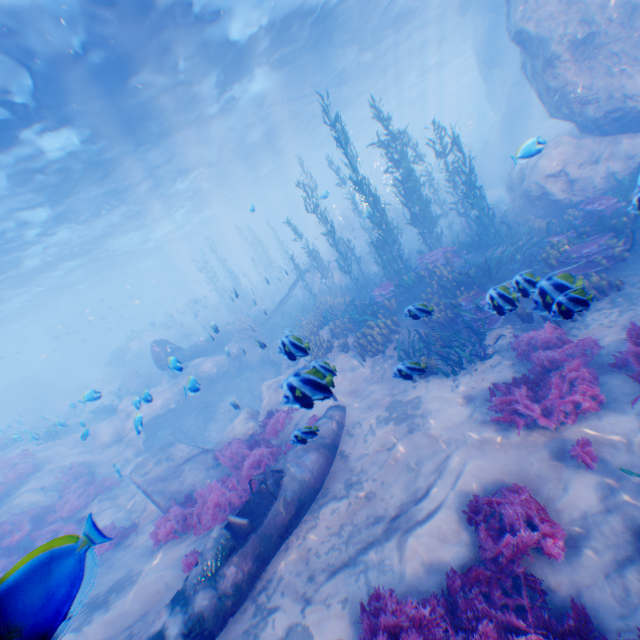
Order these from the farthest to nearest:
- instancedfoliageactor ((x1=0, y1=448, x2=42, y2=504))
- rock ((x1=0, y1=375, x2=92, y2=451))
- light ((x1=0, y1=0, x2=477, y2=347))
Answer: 1. rock ((x1=0, y1=375, x2=92, y2=451))
2. instancedfoliageactor ((x1=0, y1=448, x2=42, y2=504))
3. light ((x1=0, y1=0, x2=477, y2=347))

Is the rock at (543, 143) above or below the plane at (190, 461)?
above

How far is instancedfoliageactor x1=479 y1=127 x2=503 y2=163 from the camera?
28.30m

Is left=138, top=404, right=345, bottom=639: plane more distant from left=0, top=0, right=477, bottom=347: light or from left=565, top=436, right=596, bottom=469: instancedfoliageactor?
left=0, top=0, right=477, bottom=347: light

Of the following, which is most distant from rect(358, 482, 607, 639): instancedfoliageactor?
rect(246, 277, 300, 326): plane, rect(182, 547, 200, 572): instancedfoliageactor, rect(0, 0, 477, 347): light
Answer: rect(0, 0, 477, 347): light

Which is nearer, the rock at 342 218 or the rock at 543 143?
the rock at 543 143

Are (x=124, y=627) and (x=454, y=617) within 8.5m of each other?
yes

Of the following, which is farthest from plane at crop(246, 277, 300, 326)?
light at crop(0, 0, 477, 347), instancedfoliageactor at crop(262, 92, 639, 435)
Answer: light at crop(0, 0, 477, 347)
